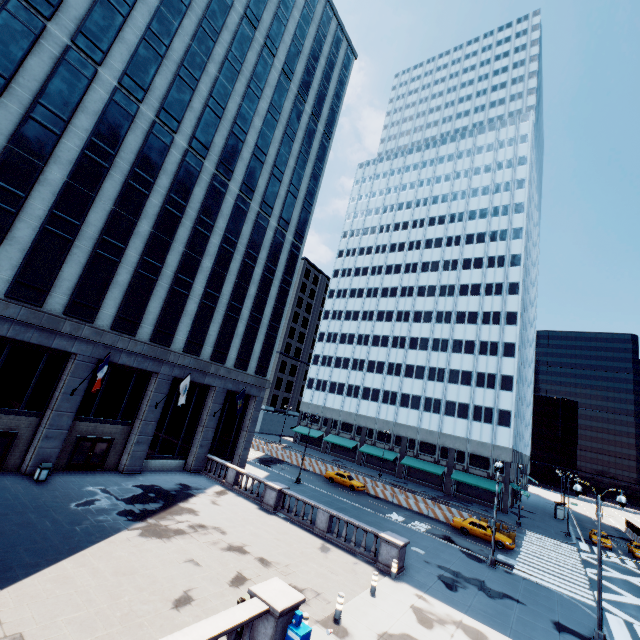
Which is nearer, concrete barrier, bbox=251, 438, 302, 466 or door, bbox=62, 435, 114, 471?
door, bbox=62, 435, 114, 471

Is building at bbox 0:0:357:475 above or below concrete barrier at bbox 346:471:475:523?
above

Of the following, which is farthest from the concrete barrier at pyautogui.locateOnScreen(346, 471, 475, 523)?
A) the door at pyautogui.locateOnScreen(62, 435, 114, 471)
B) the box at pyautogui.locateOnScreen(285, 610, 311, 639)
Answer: the box at pyautogui.locateOnScreen(285, 610, 311, 639)

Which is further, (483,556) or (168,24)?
(168,24)

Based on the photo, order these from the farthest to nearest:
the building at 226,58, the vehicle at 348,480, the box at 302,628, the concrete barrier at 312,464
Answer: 1. the concrete barrier at 312,464
2. the vehicle at 348,480
3. the building at 226,58
4. the box at 302,628

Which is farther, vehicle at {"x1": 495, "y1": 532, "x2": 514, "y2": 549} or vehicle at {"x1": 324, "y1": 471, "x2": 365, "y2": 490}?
vehicle at {"x1": 324, "y1": 471, "x2": 365, "y2": 490}

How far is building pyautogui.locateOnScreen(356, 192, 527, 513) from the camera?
49.4 meters

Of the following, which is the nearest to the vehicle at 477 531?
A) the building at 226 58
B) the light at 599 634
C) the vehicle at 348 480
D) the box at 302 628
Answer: the vehicle at 348 480
